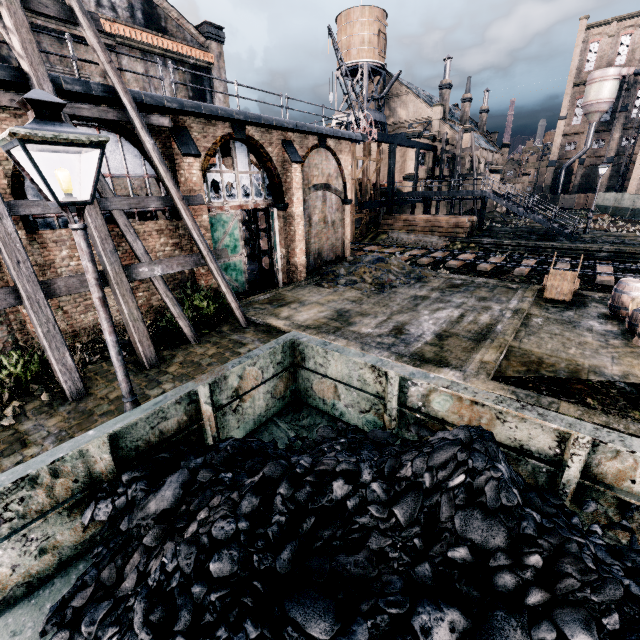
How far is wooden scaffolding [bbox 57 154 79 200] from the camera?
8.80m

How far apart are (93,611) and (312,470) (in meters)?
1.72

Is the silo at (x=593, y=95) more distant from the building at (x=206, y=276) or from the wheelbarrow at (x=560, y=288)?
the wheelbarrow at (x=560, y=288)

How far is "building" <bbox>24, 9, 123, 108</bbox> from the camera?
9.34m

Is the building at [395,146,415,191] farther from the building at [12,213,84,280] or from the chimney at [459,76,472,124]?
the building at [12,213,84,280]

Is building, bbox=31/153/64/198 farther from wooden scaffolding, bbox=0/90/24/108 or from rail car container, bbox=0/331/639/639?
rail car container, bbox=0/331/639/639

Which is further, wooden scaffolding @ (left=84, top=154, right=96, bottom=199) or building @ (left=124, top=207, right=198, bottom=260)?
building @ (left=124, top=207, right=198, bottom=260)

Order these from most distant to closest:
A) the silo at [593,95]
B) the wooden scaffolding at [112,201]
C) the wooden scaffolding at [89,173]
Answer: the silo at [593,95] < the wooden scaffolding at [89,173] < the wooden scaffolding at [112,201]
